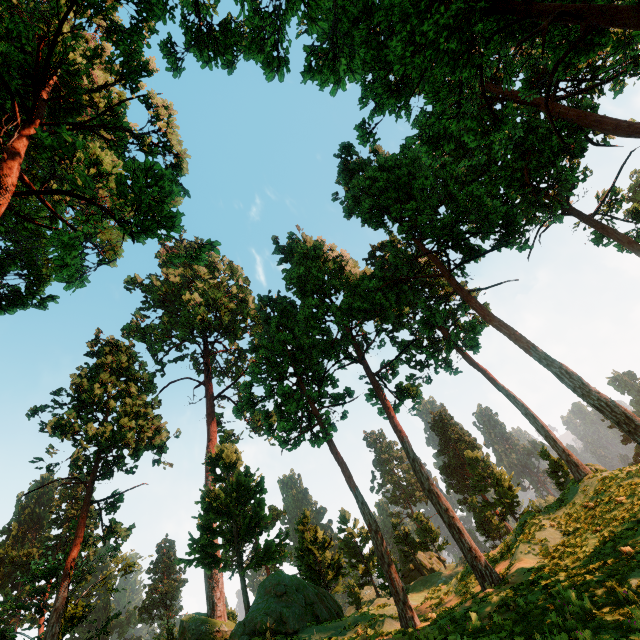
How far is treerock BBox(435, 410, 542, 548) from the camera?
36.3 meters

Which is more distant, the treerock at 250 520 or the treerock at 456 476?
the treerock at 456 476

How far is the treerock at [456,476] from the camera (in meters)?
36.28

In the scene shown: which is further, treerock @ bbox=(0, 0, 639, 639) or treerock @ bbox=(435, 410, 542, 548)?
treerock @ bbox=(435, 410, 542, 548)

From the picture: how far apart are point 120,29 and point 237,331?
34.72m
